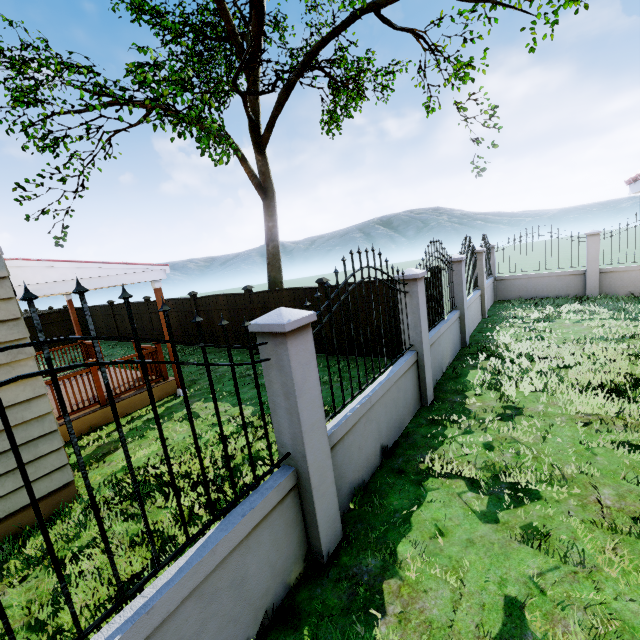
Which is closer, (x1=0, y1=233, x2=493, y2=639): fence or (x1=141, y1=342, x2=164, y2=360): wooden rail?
(x1=0, y1=233, x2=493, y2=639): fence

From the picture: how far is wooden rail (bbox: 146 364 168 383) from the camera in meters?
7.8

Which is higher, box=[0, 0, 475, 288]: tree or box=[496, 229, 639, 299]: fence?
box=[0, 0, 475, 288]: tree

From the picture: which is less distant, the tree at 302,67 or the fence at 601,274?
the tree at 302,67

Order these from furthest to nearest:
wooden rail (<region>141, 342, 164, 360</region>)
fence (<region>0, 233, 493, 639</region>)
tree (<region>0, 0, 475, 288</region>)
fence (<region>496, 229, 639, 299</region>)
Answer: fence (<region>496, 229, 639, 299</region>)
wooden rail (<region>141, 342, 164, 360</region>)
tree (<region>0, 0, 475, 288</region>)
fence (<region>0, 233, 493, 639</region>)

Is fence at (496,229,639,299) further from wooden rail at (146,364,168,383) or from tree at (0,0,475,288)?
wooden rail at (146,364,168,383)

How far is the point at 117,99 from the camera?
9.37m

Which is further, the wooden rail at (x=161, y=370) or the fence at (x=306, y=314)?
the wooden rail at (x=161, y=370)
